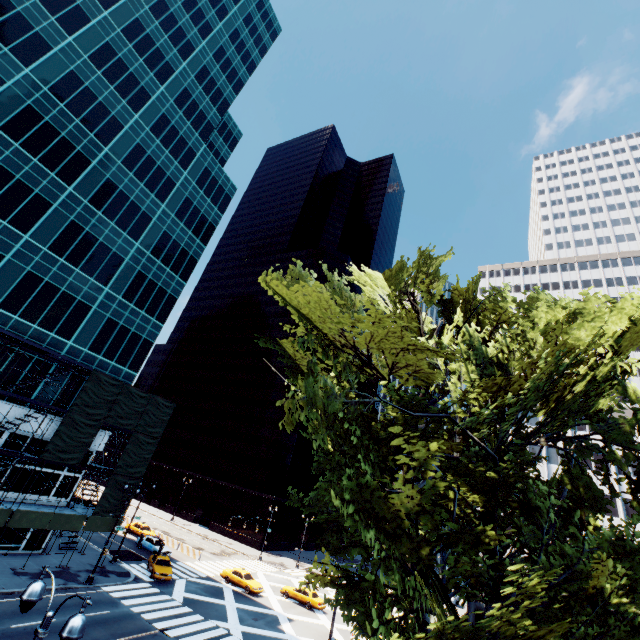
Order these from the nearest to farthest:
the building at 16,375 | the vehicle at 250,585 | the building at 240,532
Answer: the building at 16,375, the vehicle at 250,585, the building at 240,532

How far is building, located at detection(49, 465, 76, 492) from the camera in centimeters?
3056cm

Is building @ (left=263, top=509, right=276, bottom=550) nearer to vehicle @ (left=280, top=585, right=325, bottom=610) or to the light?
vehicle @ (left=280, top=585, right=325, bottom=610)

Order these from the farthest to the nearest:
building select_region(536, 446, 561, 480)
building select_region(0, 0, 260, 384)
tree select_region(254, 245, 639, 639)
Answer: building select_region(536, 446, 561, 480)
building select_region(0, 0, 260, 384)
tree select_region(254, 245, 639, 639)

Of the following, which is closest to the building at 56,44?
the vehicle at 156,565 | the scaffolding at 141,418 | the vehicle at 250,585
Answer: the scaffolding at 141,418

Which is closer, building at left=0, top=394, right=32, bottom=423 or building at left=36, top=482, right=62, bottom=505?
building at left=0, top=394, right=32, bottom=423

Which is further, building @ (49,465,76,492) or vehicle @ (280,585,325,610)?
vehicle @ (280,585,325,610)

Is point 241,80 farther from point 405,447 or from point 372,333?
point 405,447
